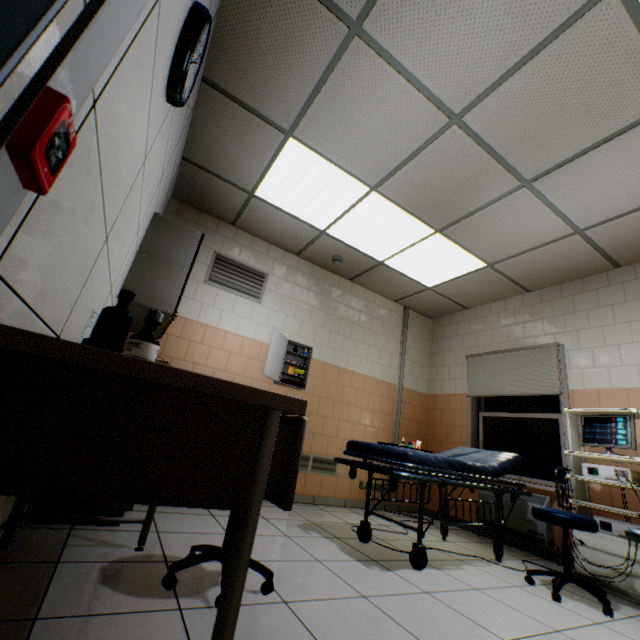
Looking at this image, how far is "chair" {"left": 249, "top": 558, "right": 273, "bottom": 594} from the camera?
1.61m

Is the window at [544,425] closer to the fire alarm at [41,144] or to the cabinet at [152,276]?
the cabinet at [152,276]

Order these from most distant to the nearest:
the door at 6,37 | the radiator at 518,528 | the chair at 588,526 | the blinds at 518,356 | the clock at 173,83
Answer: the blinds at 518,356, the radiator at 518,528, the chair at 588,526, the clock at 173,83, the door at 6,37

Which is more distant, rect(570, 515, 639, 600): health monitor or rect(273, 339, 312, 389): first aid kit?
rect(273, 339, 312, 389): first aid kit

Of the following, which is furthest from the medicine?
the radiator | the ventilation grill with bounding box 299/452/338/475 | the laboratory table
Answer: the radiator

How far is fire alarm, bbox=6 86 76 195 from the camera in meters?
0.5

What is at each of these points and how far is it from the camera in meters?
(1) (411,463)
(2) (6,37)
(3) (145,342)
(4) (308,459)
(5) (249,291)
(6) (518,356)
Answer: (1) emergency stretcher, 2.4
(2) door, 0.5
(3) medicine, 0.8
(4) ventilation grill, 4.2
(5) ventilation grill, 4.3
(6) blinds, 4.4
